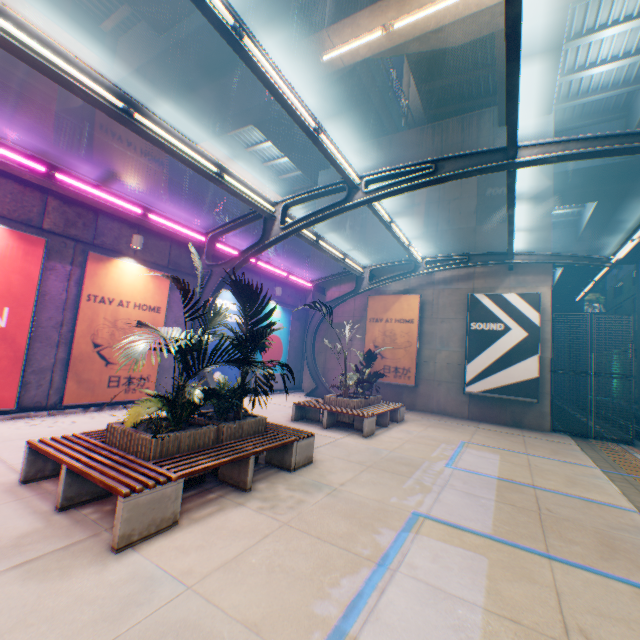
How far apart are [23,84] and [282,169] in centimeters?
2082cm

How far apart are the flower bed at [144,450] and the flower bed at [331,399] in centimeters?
563cm

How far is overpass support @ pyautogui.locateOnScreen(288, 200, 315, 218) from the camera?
25.02m

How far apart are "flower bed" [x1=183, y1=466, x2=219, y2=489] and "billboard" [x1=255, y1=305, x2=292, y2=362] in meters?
9.2

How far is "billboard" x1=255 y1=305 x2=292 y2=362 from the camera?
16.0m

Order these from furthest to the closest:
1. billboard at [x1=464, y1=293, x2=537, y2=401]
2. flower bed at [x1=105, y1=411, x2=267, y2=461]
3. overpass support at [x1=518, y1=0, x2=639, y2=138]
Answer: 1. billboard at [x1=464, y1=293, x2=537, y2=401]
2. overpass support at [x1=518, y1=0, x2=639, y2=138]
3. flower bed at [x1=105, y1=411, x2=267, y2=461]

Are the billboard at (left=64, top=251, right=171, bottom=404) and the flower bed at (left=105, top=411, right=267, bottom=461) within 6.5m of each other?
yes

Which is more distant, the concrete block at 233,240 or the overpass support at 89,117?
the overpass support at 89,117
